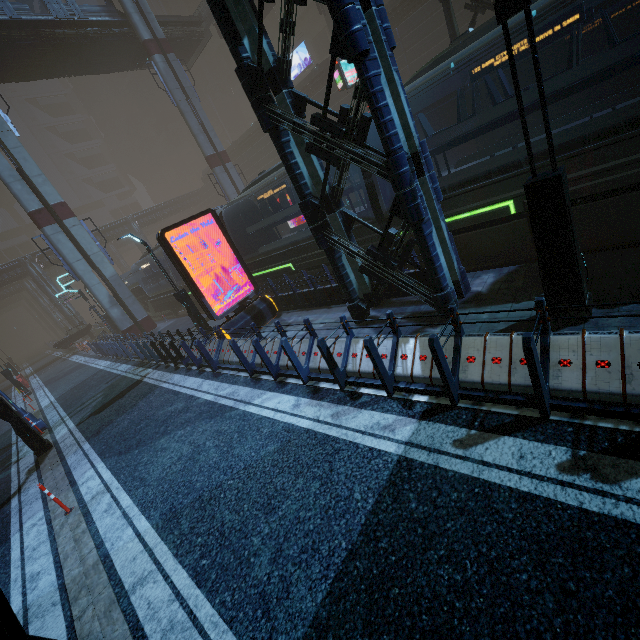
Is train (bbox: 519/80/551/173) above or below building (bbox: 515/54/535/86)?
below

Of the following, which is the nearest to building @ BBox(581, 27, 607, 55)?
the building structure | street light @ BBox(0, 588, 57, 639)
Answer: street light @ BBox(0, 588, 57, 639)

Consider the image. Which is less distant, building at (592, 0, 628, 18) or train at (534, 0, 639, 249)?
train at (534, 0, 639, 249)

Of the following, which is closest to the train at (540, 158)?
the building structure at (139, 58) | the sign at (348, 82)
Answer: the sign at (348, 82)

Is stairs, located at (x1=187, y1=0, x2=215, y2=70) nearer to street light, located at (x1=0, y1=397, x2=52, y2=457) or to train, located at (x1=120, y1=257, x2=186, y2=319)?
train, located at (x1=120, y1=257, x2=186, y2=319)

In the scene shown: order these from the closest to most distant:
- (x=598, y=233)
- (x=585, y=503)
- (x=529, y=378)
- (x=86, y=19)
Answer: (x=585, y=503) → (x=529, y=378) → (x=598, y=233) → (x=86, y=19)

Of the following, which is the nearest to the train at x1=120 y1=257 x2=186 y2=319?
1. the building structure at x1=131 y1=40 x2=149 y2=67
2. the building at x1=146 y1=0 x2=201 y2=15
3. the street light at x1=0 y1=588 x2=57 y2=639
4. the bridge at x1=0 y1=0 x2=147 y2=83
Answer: the building at x1=146 y1=0 x2=201 y2=15

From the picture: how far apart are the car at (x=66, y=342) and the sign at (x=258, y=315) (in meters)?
30.84
